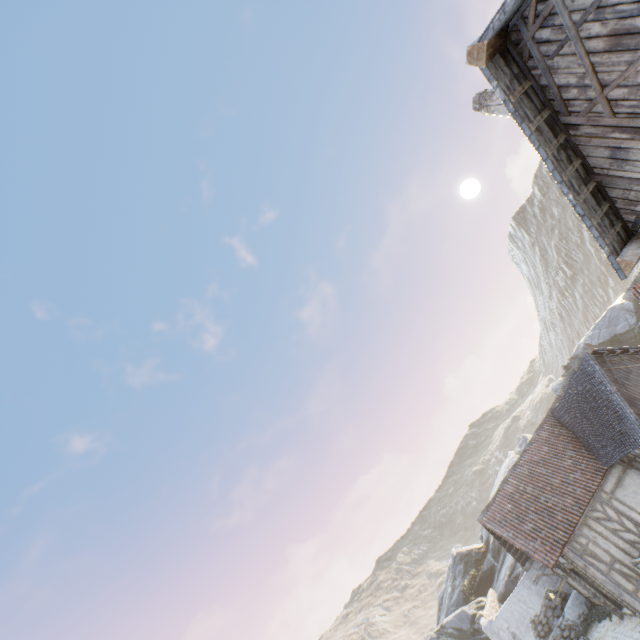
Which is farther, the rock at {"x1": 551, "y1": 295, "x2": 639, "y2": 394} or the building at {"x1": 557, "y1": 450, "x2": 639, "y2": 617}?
the rock at {"x1": 551, "y1": 295, "x2": 639, "y2": 394}

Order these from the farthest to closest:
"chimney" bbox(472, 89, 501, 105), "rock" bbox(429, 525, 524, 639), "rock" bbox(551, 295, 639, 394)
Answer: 1. "rock" bbox(551, 295, 639, 394)
2. "rock" bbox(429, 525, 524, 639)
3. "chimney" bbox(472, 89, 501, 105)

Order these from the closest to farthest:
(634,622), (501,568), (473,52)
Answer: (473,52)
(634,622)
(501,568)

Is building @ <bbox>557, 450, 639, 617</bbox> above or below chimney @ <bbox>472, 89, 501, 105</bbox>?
Answer: below

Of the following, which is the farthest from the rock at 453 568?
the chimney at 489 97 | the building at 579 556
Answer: the chimney at 489 97

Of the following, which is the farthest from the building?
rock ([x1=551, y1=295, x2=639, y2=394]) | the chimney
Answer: the chimney

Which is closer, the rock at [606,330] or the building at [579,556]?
the building at [579,556]
